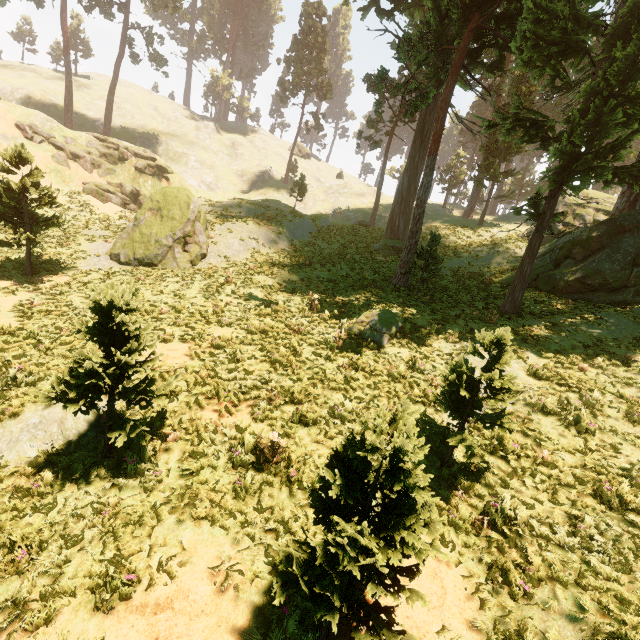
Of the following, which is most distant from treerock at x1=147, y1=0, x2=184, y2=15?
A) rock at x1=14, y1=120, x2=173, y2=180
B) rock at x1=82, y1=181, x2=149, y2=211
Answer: rock at x1=82, y1=181, x2=149, y2=211

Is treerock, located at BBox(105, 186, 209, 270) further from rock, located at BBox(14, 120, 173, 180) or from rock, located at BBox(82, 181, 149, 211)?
rock, located at BBox(82, 181, 149, 211)

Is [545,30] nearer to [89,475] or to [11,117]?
[89,475]

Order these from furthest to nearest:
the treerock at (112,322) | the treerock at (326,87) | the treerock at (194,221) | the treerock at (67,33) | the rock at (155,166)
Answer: the treerock at (326,87), the treerock at (67,33), the rock at (155,166), the treerock at (194,221), the treerock at (112,322)

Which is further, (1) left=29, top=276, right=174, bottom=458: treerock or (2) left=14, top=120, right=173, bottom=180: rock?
(2) left=14, top=120, right=173, bottom=180: rock

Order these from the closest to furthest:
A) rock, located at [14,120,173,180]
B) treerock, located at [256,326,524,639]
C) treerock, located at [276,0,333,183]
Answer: treerock, located at [256,326,524,639] → rock, located at [14,120,173,180] → treerock, located at [276,0,333,183]

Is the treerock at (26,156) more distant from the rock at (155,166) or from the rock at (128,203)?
the rock at (128,203)
